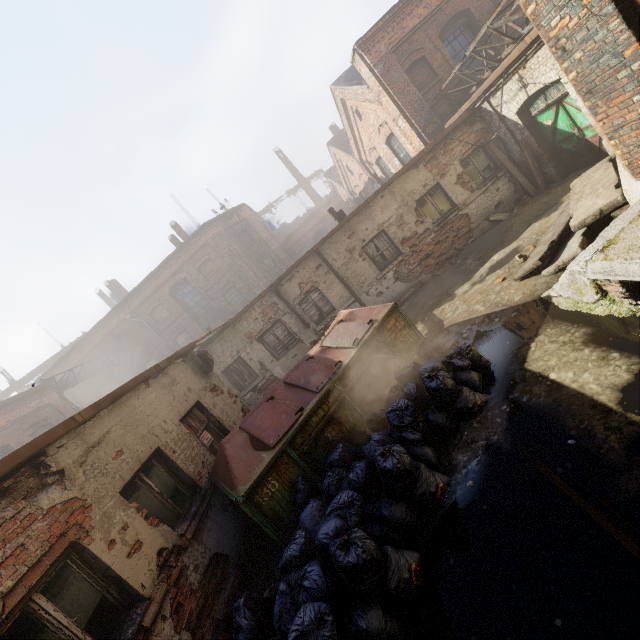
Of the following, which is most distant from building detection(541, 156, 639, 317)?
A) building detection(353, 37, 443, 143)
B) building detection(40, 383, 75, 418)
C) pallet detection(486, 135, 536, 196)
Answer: building detection(40, 383, 75, 418)

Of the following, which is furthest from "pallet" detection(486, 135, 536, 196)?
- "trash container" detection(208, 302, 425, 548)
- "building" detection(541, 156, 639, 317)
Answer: "trash container" detection(208, 302, 425, 548)

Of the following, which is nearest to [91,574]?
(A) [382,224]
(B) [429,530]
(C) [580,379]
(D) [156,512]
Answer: (D) [156,512]

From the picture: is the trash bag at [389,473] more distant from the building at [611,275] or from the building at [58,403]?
the building at [58,403]

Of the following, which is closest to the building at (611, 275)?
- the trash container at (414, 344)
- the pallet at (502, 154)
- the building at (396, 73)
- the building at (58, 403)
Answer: the trash container at (414, 344)

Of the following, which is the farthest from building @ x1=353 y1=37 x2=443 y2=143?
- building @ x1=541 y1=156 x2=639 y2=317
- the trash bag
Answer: the trash bag

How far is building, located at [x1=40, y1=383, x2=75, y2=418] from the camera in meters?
17.3 m

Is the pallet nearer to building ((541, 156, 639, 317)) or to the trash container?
building ((541, 156, 639, 317))
